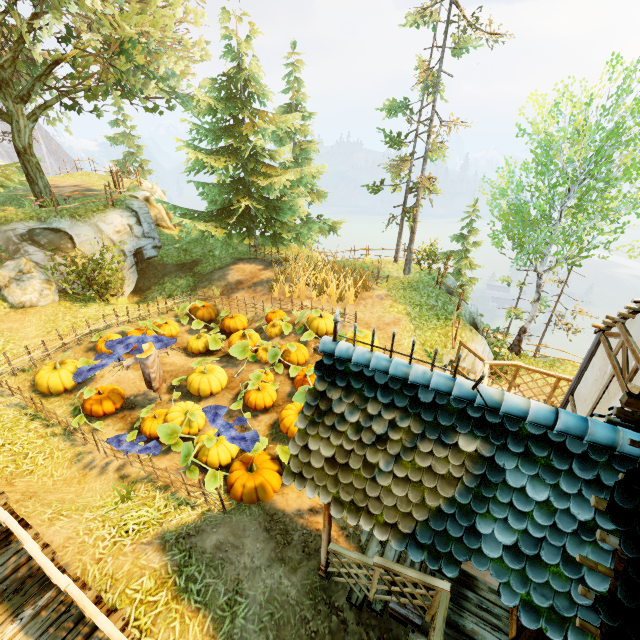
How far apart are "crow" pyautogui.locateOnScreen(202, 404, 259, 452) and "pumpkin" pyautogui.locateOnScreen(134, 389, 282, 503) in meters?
0.0 m

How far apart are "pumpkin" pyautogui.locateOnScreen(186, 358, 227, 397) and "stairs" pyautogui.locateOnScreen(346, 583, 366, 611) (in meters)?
5.72

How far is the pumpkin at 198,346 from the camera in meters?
12.5 m

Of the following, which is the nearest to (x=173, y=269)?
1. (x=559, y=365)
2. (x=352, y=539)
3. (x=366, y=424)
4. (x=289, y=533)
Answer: (x=289, y=533)

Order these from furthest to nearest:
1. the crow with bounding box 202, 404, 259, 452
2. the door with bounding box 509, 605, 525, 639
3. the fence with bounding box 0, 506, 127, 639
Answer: the crow with bounding box 202, 404, 259, 452 < the door with bounding box 509, 605, 525, 639 < the fence with bounding box 0, 506, 127, 639

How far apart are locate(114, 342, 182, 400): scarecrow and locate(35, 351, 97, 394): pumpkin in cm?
208

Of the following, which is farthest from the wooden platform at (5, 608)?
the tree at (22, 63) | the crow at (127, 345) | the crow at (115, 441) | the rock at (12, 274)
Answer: the tree at (22, 63)

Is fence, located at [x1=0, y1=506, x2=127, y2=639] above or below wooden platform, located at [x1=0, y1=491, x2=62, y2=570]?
above
